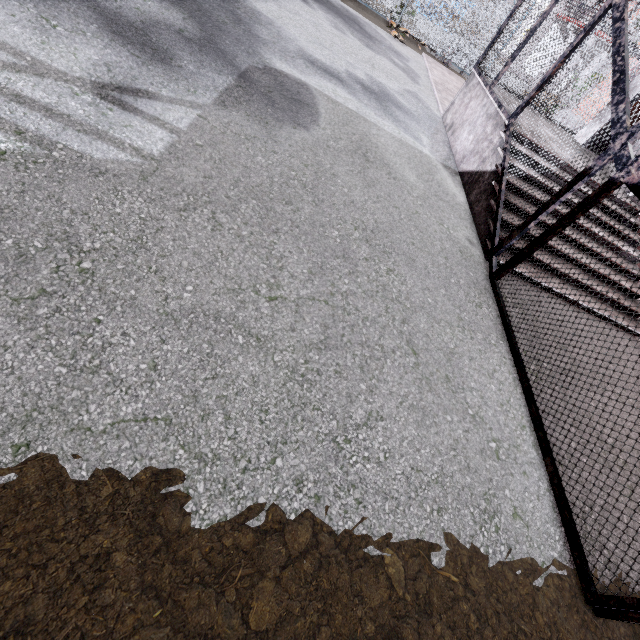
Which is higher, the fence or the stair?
the fence

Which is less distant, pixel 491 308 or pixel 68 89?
pixel 68 89

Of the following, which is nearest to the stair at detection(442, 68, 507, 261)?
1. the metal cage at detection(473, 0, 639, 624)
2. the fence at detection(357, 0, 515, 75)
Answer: the metal cage at detection(473, 0, 639, 624)

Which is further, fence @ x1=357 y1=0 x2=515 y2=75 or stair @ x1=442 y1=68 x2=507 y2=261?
fence @ x1=357 y1=0 x2=515 y2=75

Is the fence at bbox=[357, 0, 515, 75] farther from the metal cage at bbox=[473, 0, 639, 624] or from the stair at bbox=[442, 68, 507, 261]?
the stair at bbox=[442, 68, 507, 261]

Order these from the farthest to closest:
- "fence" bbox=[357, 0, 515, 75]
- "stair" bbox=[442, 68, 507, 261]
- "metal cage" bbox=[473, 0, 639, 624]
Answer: "fence" bbox=[357, 0, 515, 75] < "stair" bbox=[442, 68, 507, 261] < "metal cage" bbox=[473, 0, 639, 624]

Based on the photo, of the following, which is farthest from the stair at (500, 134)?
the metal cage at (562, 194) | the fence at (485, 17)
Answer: the fence at (485, 17)

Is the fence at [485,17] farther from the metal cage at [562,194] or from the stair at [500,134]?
the stair at [500,134]
